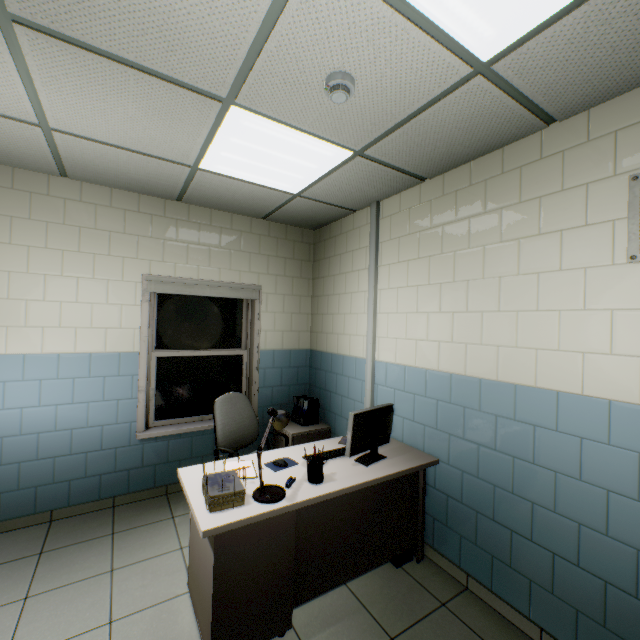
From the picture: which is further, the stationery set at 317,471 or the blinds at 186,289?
the blinds at 186,289

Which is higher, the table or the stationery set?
the stationery set

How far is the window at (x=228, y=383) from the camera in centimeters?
366cm

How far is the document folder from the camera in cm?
396

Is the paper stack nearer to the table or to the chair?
the table

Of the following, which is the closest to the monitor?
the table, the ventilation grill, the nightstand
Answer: the table

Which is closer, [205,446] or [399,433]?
[399,433]

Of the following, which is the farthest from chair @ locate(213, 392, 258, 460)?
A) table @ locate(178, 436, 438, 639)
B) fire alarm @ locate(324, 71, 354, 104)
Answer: fire alarm @ locate(324, 71, 354, 104)
